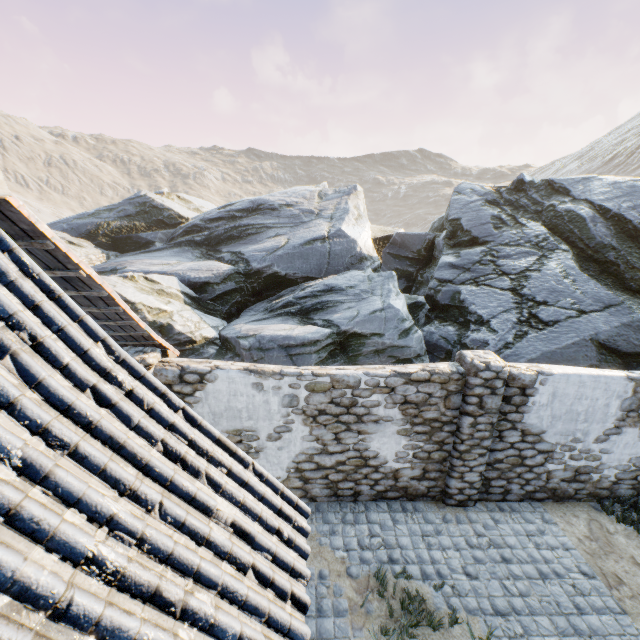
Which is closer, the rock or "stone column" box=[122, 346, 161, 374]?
"stone column" box=[122, 346, 161, 374]

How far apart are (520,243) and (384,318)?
6.2 meters

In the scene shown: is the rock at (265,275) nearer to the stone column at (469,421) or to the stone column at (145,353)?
the stone column at (469,421)

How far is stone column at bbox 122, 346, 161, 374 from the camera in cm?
548

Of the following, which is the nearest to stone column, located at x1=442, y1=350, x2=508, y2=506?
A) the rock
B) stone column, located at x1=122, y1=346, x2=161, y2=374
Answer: the rock

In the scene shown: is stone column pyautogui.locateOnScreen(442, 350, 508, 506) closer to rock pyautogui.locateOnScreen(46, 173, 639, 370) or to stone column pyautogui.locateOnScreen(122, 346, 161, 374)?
rock pyautogui.locateOnScreen(46, 173, 639, 370)

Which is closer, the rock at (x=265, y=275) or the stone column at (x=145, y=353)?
the stone column at (x=145, y=353)
